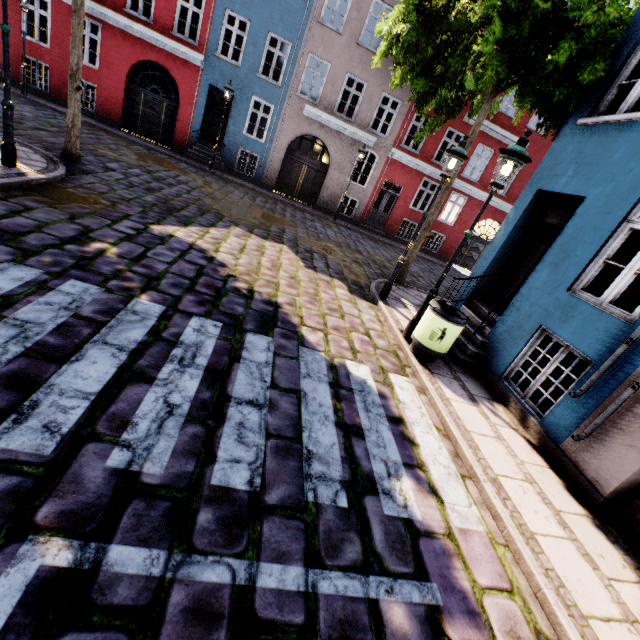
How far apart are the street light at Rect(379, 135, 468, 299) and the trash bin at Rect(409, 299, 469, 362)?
2.1 meters

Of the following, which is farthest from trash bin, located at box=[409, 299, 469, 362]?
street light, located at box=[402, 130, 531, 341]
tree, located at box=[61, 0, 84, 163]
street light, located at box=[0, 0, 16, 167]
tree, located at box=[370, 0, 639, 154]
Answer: street light, located at box=[0, 0, 16, 167]

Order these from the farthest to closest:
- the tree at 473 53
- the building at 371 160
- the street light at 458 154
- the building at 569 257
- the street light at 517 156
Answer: the building at 371 160 → the street light at 458 154 → the tree at 473 53 → the street light at 517 156 → the building at 569 257

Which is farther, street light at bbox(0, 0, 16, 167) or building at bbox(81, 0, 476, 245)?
building at bbox(81, 0, 476, 245)

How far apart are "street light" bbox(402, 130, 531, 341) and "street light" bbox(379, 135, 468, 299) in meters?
1.5

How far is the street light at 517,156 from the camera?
4.9 meters

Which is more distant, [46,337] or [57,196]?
[57,196]

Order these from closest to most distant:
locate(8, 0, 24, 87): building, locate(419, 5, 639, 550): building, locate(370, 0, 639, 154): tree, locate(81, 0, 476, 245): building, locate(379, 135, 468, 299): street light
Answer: locate(419, 5, 639, 550): building < locate(370, 0, 639, 154): tree < locate(379, 135, 468, 299): street light < locate(8, 0, 24, 87): building < locate(81, 0, 476, 245): building
